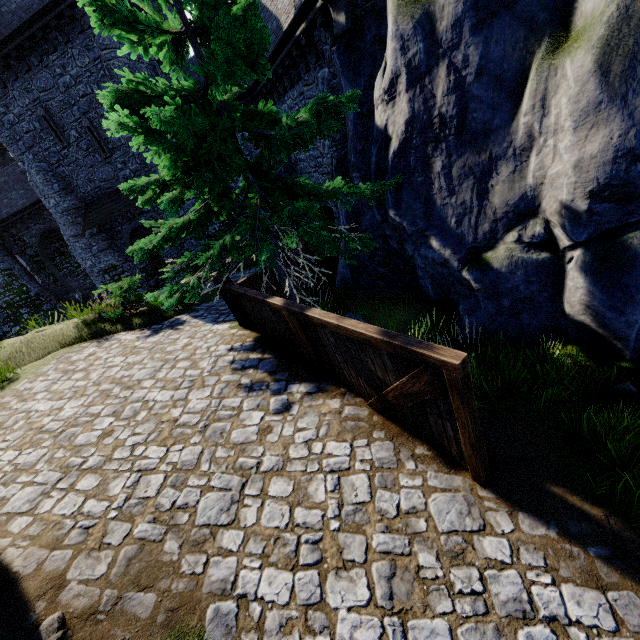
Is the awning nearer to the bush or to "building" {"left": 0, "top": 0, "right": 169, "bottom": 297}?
"building" {"left": 0, "top": 0, "right": 169, "bottom": 297}

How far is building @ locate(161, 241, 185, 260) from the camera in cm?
2180

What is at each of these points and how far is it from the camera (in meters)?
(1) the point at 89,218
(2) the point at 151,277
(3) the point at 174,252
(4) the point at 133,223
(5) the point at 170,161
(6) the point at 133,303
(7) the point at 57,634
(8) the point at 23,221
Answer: (1) awning, 20.70
(2) building, 23.36
(3) building, 21.92
(4) building, 21.23
(5) tree, 5.70
(6) bush, 10.62
(7) instancedfoliageactor, 3.02
(8) building, 25.61

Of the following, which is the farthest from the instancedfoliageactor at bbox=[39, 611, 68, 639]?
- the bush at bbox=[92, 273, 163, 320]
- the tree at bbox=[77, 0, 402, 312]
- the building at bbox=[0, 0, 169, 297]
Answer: the building at bbox=[0, 0, 169, 297]

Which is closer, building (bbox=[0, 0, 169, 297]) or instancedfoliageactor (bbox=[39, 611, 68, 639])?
instancedfoliageactor (bbox=[39, 611, 68, 639])

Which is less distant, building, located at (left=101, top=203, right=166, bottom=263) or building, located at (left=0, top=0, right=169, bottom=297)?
building, located at (left=0, top=0, right=169, bottom=297)

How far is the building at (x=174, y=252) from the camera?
21.8m
